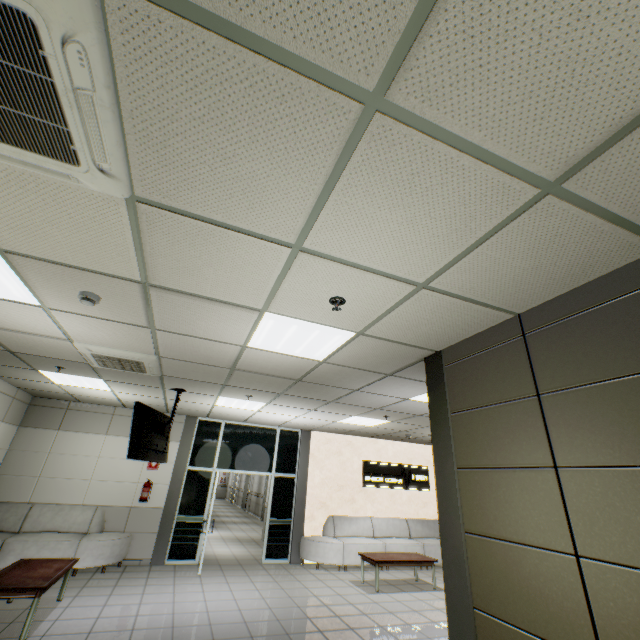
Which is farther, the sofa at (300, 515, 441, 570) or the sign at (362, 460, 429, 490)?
the sign at (362, 460, 429, 490)

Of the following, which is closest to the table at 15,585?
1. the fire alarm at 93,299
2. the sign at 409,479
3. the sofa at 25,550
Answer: the sofa at 25,550

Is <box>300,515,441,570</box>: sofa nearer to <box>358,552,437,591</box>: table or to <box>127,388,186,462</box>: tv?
<box>358,552,437,591</box>: table

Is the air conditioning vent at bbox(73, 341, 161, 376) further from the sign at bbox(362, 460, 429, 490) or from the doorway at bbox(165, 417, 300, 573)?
the sign at bbox(362, 460, 429, 490)

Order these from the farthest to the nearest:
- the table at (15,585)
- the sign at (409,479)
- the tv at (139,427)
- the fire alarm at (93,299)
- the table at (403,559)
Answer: the sign at (409,479) < the table at (403,559) < the tv at (139,427) < the table at (15,585) < the fire alarm at (93,299)

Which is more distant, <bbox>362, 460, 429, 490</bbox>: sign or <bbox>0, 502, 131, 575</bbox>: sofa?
<bbox>362, 460, 429, 490</bbox>: sign

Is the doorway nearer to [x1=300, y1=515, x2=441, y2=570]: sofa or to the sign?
[x1=300, y1=515, x2=441, y2=570]: sofa

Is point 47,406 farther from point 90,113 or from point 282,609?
point 90,113
